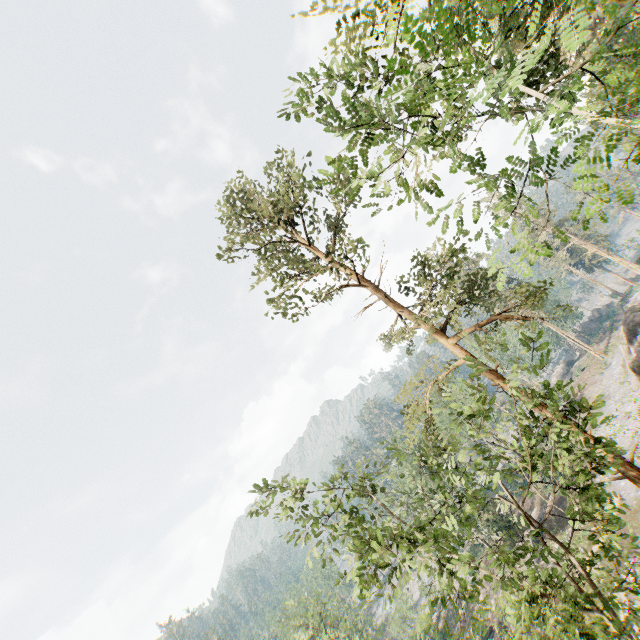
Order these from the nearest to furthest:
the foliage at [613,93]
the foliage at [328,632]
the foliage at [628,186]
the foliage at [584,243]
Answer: the foliage at [628,186]
the foliage at [613,93]
the foliage at [328,632]
the foliage at [584,243]

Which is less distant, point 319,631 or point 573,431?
point 573,431

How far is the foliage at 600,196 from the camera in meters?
3.8 m

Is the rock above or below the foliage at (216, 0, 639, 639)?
below

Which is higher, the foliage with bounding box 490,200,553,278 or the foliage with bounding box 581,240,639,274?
the foliage with bounding box 490,200,553,278

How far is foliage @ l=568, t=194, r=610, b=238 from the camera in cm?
380

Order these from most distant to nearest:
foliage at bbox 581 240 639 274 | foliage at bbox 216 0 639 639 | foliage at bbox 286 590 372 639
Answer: foliage at bbox 581 240 639 274 → foliage at bbox 286 590 372 639 → foliage at bbox 216 0 639 639
